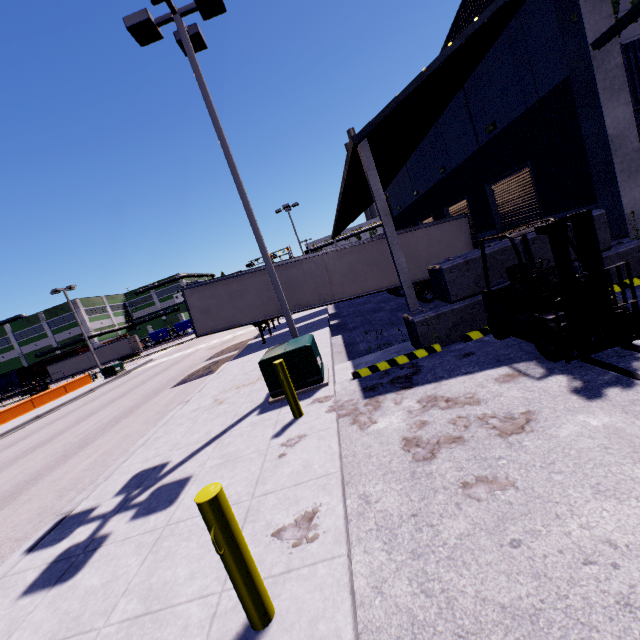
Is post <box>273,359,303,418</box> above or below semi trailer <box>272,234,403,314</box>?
below

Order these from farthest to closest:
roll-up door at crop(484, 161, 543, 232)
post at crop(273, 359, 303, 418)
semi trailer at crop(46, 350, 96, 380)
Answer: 1. semi trailer at crop(46, 350, 96, 380)
2. roll-up door at crop(484, 161, 543, 232)
3. post at crop(273, 359, 303, 418)

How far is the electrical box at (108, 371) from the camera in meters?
30.6

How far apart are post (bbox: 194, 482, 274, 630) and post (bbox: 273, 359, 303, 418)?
3.4 meters

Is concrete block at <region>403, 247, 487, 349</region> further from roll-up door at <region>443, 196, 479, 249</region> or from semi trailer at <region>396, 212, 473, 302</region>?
roll-up door at <region>443, 196, 479, 249</region>

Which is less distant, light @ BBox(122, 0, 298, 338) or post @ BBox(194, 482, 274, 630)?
post @ BBox(194, 482, 274, 630)

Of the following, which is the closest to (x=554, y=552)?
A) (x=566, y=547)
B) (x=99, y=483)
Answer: (x=566, y=547)

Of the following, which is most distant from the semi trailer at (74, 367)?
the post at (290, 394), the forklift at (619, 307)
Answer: the post at (290, 394)
